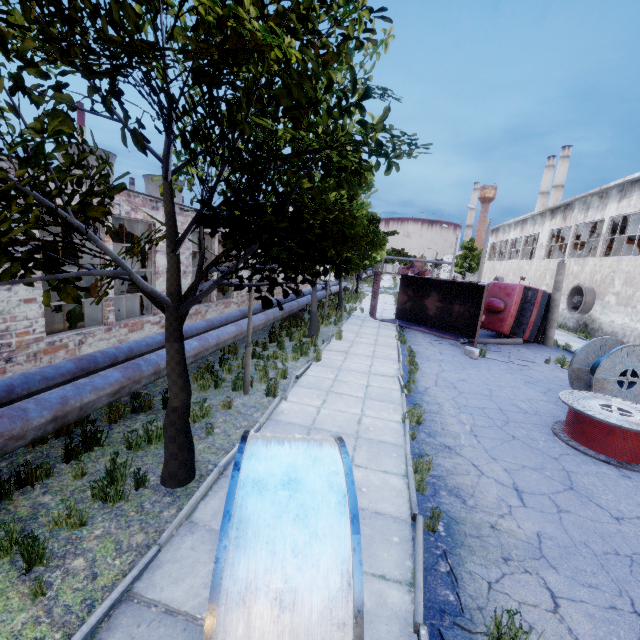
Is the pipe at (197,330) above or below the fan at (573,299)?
below

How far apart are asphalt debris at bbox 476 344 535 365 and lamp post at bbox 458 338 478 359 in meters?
0.0

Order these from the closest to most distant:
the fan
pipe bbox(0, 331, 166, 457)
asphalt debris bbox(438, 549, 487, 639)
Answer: asphalt debris bbox(438, 549, 487, 639) < pipe bbox(0, 331, 166, 457) < the fan

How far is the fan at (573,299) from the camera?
21.34m

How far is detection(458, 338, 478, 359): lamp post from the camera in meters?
13.6 m

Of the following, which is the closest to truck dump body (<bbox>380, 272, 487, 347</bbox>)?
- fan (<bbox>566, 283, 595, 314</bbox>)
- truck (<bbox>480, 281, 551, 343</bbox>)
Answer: truck (<bbox>480, 281, 551, 343</bbox>)

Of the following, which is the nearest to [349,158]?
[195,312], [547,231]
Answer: [195,312]

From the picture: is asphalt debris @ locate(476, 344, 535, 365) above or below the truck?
below
